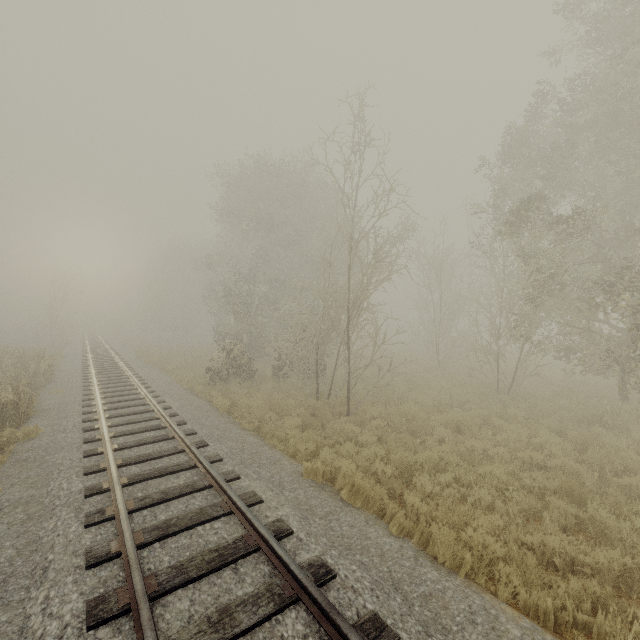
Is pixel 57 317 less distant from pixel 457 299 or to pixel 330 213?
pixel 330 213
